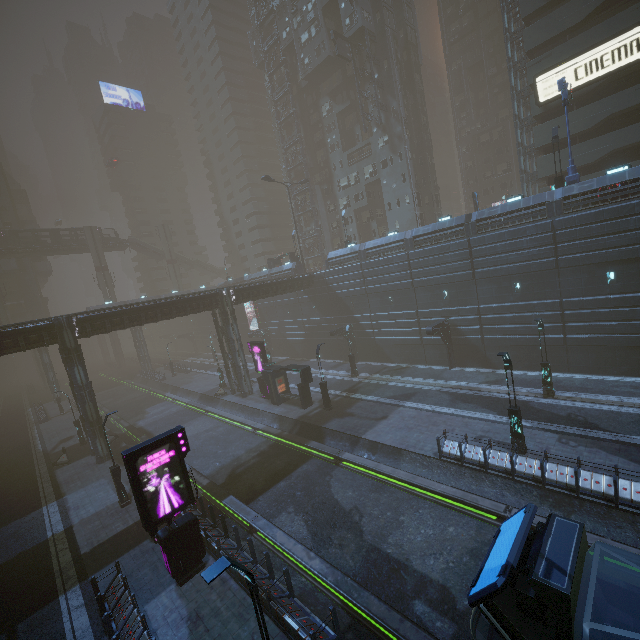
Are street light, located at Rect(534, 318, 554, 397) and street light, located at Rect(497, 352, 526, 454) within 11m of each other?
yes

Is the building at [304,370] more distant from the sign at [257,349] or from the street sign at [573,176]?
the street sign at [573,176]

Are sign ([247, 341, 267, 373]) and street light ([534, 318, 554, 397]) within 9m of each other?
no

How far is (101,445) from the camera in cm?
2784

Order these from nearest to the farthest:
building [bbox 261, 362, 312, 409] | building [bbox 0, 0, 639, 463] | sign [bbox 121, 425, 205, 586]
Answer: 1. sign [bbox 121, 425, 205, 586]
2. building [bbox 0, 0, 639, 463]
3. building [bbox 261, 362, 312, 409]

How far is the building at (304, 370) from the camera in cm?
2795

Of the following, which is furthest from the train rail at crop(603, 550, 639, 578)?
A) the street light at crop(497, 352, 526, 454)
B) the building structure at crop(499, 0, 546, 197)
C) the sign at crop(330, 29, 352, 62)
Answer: the sign at crop(330, 29, 352, 62)

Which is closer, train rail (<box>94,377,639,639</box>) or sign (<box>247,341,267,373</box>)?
train rail (<box>94,377,639,639</box>)
